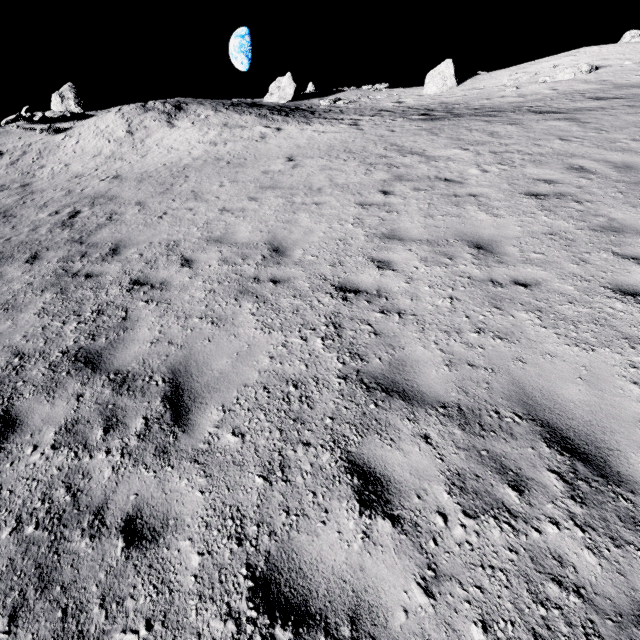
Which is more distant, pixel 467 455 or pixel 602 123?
pixel 602 123

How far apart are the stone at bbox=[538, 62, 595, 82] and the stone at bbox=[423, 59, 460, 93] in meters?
9.7 m

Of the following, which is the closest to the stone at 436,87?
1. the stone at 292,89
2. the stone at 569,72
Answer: the stone at 569,72

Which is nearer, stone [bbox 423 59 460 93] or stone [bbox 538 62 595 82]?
stone [bbox 538 62 595 82]

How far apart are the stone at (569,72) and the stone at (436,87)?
9.67m

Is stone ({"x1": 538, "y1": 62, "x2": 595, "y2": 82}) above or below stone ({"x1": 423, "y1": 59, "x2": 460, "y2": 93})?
below

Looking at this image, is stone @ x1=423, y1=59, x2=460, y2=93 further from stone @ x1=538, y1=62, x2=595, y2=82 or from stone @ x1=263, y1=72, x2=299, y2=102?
stone @ x1=263, y1=72, x2=299, y2=102

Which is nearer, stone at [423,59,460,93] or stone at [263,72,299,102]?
stone at [423,59,460,93]
